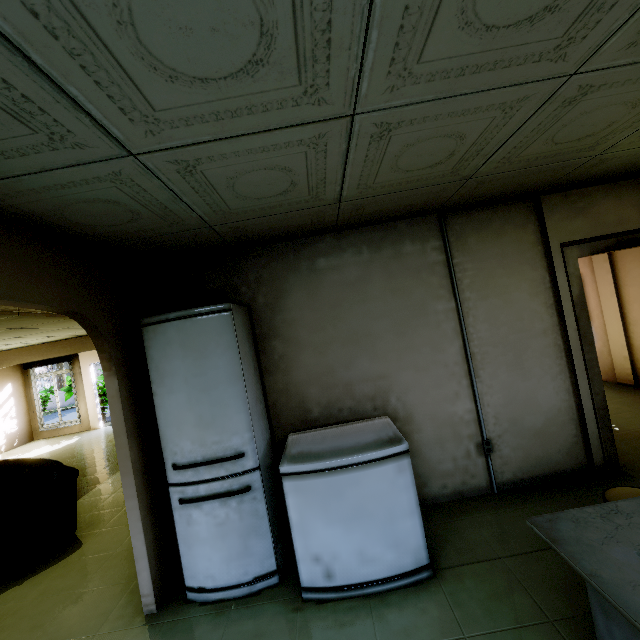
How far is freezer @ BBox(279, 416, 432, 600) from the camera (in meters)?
2.24

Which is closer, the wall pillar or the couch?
the couch

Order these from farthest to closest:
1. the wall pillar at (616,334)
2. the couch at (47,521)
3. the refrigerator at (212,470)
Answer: the wall pillar at (616,334) < the couch at (47,521) < the refrigerator at (212,470)

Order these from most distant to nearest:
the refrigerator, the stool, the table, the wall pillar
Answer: the wall pillar < the refrigerator < the stool < the table

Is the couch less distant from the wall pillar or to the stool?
the stool

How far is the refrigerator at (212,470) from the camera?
2.4m

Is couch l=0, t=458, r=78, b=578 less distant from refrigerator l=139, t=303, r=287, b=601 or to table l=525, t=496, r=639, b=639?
refrigerator l=139, t=303, r=287, b=601

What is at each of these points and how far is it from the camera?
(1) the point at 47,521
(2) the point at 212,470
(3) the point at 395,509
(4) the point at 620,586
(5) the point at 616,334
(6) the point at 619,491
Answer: (1) couch, 3.5m
(2) refrigerator, 2.5m
(3) freezer, 2.3m
(4) table, 1.1m
(5) wall pillar, 5.4m
(6) stool, 1.9m
